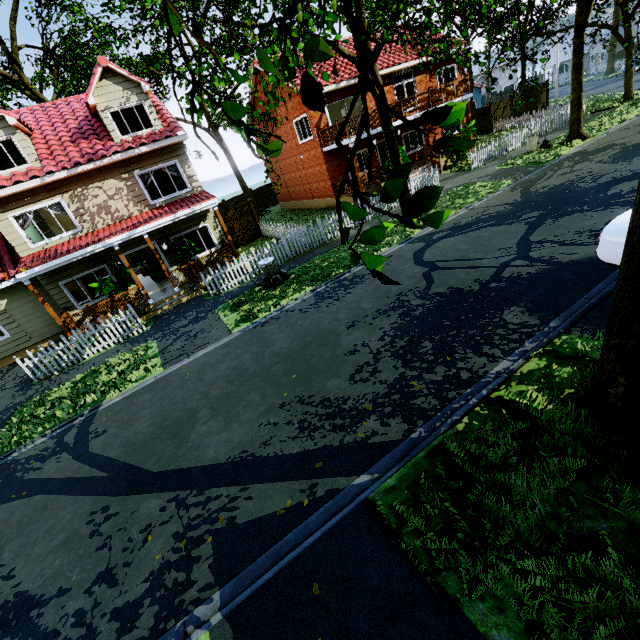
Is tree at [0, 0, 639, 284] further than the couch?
No

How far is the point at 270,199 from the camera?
33.8m

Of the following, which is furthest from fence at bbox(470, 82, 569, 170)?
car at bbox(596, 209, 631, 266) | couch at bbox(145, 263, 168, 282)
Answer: car at bbox(596, 209, 631, 266)

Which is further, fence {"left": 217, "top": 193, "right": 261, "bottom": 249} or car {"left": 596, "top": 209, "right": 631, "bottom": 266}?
fence {"left": 217, "top": 193, "right": 261, "bottom": 249}

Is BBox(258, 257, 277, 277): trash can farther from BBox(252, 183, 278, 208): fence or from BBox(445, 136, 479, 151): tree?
BBox(445, 136, 479, 151): tree

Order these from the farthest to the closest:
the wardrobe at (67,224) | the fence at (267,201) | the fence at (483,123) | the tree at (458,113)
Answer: the fence at (267,201)
the fence at (483,123)
the wardrobe at (67,224)
the tree at (458,113)

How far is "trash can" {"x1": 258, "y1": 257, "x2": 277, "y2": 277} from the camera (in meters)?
12.44

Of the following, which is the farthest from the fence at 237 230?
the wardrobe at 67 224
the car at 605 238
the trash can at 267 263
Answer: the car at 605 238
